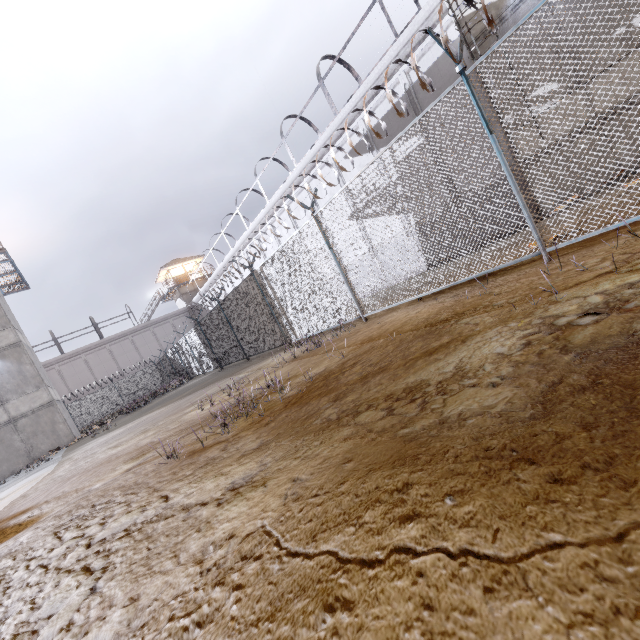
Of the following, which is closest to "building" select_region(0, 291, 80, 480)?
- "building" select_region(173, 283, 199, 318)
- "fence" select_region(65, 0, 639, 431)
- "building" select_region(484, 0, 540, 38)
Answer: "fence" select_region(65, 0, 639, 431)

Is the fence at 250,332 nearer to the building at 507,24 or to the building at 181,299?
the building at 507,24

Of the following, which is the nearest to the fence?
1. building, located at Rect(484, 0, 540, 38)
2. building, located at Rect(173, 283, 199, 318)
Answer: building, located at Rect(484, 0, 540, 38)

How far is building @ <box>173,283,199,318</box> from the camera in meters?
42.8

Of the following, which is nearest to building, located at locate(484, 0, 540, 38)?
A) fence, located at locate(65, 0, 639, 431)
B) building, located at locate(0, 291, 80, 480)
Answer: fence, located at locate(65, 0, 639, 431)

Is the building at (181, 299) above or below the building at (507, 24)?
above

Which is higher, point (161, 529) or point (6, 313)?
point (6, 313)

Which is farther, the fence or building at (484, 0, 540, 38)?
building at (484, 0, 540, 38)
